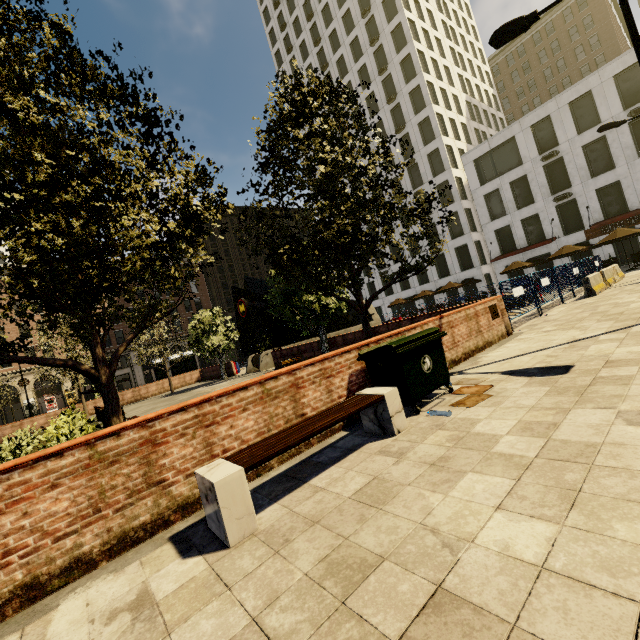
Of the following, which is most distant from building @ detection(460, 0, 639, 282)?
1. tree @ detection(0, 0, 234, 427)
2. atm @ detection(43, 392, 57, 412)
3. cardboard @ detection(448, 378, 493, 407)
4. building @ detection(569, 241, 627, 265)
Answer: cardboard @ detection(448, 378, 493, 407)

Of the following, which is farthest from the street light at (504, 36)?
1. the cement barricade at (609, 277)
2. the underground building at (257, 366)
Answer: the underground building at (257, 366)

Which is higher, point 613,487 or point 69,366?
point 69,366

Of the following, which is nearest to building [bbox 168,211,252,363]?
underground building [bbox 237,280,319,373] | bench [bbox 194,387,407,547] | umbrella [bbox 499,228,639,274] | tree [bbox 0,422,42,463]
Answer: bench [bbox 194,387,407,547]

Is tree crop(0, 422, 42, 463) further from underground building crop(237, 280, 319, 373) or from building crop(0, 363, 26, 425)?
building crop(0, 363, 26, 425)

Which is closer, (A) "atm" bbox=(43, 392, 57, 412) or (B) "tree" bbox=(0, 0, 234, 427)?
(B) "tree" bbox=(0, 0, 234, 427)

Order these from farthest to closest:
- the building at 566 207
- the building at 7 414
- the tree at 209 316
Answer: the building at 7 414 → the building at 566 207 → the tree at 209 316

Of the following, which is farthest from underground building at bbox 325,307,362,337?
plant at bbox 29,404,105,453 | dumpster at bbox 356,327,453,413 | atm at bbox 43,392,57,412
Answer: atm at bbox 43,392,57,412
